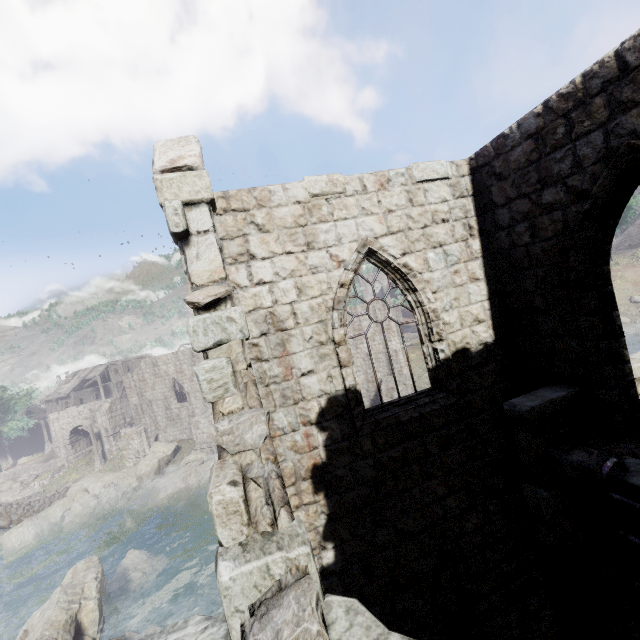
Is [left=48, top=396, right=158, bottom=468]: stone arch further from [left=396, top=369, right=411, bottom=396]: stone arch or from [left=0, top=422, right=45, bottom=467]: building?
[left=396, top=369, right=411, bottom=396]: stone arch

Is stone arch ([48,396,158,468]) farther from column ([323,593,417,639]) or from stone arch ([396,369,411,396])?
stone arch ([396,369,411,396])

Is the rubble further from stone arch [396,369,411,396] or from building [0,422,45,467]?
stone arch [396,369,411,396]

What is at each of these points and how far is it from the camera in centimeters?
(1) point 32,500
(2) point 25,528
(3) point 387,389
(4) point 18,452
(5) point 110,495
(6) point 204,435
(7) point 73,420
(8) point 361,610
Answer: (1) bridge, 2902cm
(2) rock, 2658cm
(3) stone arch, 2622cm
(4) building, 5294cm
(5) rubble, 2938cm
(6) stone arch, 3130cm
(7) stone arch, 3738cm
(8) column, 189cm

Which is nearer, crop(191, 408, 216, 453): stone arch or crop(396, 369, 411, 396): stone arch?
crop(396, 369, 411, 396): stone arch

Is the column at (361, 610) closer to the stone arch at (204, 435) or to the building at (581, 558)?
the building at (581, 558)

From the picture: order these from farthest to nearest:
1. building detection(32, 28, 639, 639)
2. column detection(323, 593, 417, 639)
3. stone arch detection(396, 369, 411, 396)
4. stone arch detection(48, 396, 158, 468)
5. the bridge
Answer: stone arch detection(48, 396, 158, 468) → the bridge → stone arch detection(396, 369, 411, 396) → building detection(32, 28, 639, 639) → column detection(323, 593, 417, 639)

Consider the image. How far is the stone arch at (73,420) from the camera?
33.9m
